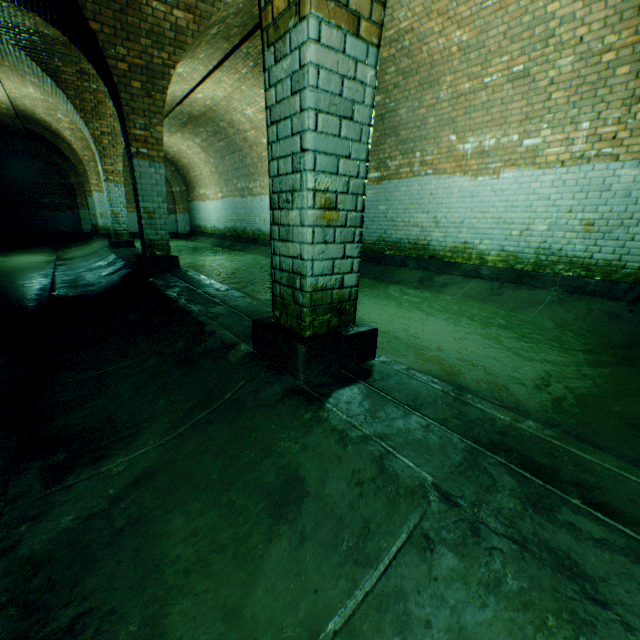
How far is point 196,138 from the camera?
13.36m

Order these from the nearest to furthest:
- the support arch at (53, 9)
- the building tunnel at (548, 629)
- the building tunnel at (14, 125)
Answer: the building tunnel at (548, 629), the support arch at (53, 9), the building tunnel at (14, 125)

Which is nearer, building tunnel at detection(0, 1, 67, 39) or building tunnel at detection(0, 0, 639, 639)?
building tunnel at detection(0, 0, 639, 639)

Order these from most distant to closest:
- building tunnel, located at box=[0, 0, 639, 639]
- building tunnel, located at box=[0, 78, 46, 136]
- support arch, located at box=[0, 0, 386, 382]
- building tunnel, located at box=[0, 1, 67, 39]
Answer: building tunnel, located at box=[0, 78, 46, 136] < building tunnel, located at box=[0, 1, 67, 39] < support arch, located at box=[0, 0, 386, 382] < building tunnel, located at box=[0, 0, 639, 639]

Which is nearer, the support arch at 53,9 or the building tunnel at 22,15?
the support arch at 53,9

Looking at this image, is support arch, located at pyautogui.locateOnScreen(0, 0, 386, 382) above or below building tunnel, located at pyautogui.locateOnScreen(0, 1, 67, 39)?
below

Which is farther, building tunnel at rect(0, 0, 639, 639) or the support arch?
the support arch
